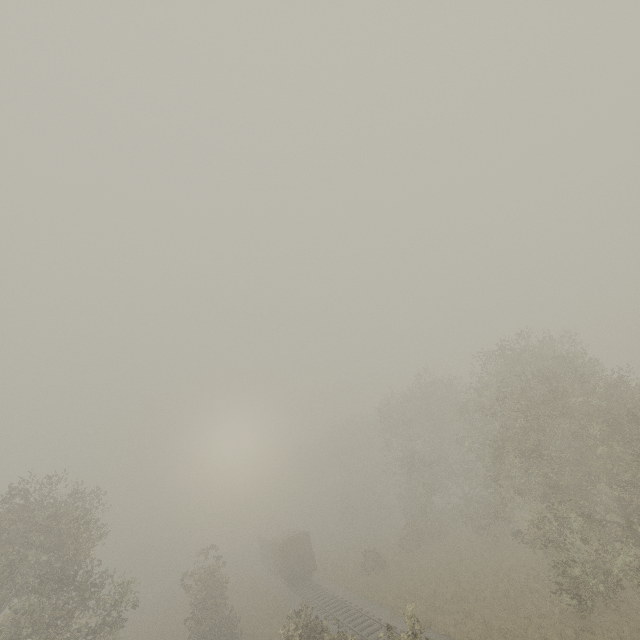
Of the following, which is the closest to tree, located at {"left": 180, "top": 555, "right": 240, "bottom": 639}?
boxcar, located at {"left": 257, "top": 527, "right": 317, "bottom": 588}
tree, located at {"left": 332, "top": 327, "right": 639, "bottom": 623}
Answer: boxcar, located at {"left": 257, "top": 527, "right": 317, "bottom": 588}

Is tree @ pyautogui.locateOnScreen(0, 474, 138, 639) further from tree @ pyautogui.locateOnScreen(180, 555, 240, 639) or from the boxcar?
the boxcar

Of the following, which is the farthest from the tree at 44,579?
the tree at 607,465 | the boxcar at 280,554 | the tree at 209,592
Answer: the boxcar at 280,554

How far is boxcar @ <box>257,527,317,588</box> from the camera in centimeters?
3422cm

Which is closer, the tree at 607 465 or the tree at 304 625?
the tree at 607 465

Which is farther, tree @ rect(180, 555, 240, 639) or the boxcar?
the boxcar

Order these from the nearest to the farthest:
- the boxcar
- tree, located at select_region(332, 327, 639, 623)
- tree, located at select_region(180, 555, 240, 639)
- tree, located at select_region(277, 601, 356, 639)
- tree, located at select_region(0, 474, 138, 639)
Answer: tree, located at select_region(0, 474, 138, 639), tree, located at select_region(332, 327, 639, 623), tree, located at select_region(277, 601, 356, 639), tree, located at select_region(180, 555, 240, 639), the boxcar

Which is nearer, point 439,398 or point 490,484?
point 490,484
